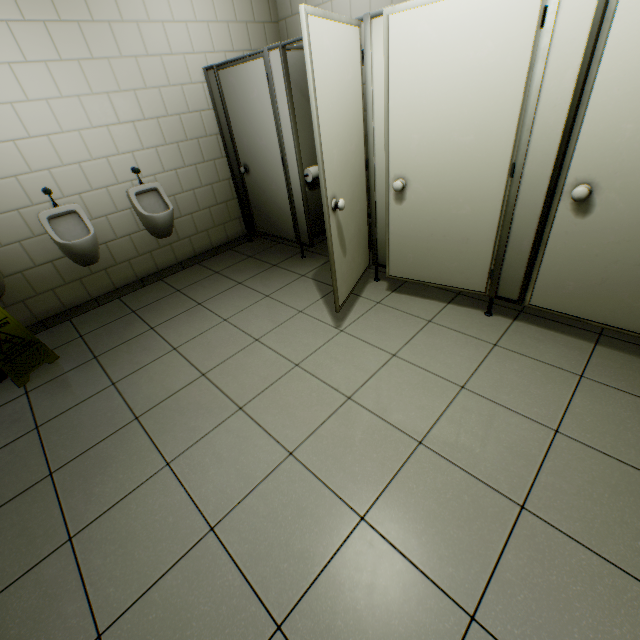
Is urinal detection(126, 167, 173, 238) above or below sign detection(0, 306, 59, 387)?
above

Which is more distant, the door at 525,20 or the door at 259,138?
the door at 259,138

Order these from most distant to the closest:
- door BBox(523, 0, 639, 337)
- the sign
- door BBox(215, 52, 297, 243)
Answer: door BBox(215, 52, 297, 243) → the sign → door BBox(523, 0, 639, 337)

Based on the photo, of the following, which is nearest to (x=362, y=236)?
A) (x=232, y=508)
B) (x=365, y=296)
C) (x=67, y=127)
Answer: (x=365, y=296)

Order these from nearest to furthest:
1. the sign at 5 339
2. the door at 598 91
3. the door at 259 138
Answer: the door at 598 91 → the sign at 5 339 → the door at 259 138

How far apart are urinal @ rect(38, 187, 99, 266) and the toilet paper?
2.2 meters

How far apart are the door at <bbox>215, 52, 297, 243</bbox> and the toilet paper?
0.2 meters

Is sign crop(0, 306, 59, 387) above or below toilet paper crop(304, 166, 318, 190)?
below
